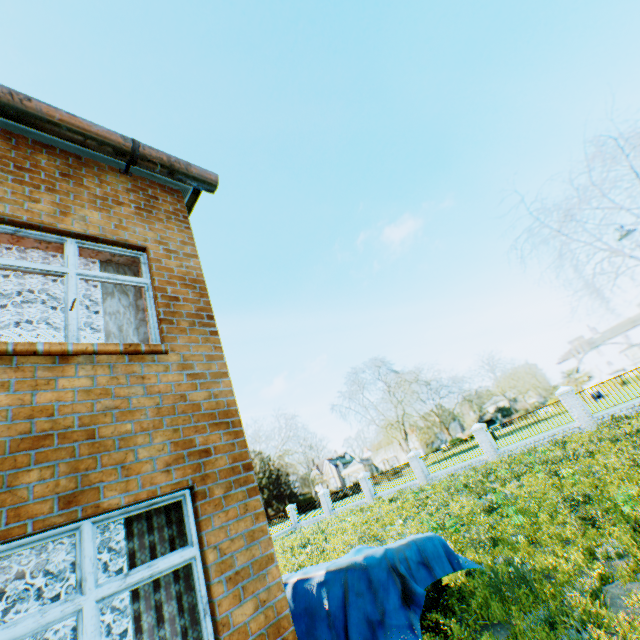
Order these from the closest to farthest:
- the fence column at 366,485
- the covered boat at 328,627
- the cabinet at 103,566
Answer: the cabinet at 103,566, the covered boat at 328,627, the fence column at 366,485

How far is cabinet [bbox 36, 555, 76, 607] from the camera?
6.1 meters

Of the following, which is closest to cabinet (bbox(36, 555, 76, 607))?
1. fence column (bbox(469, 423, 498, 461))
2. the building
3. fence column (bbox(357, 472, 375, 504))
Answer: the building

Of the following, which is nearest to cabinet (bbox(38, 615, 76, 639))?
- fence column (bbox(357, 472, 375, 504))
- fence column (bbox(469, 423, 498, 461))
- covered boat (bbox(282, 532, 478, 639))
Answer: covered boat (bbox(282, 532, 478, 639))

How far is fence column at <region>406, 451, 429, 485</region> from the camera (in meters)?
23.64

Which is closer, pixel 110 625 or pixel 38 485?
pixel 38 485

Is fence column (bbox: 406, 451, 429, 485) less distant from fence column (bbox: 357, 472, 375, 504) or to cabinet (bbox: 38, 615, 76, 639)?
fence column (bbox: 357, 472, 375, 504)

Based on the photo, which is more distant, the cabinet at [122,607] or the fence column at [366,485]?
the fence column at [366,485]
